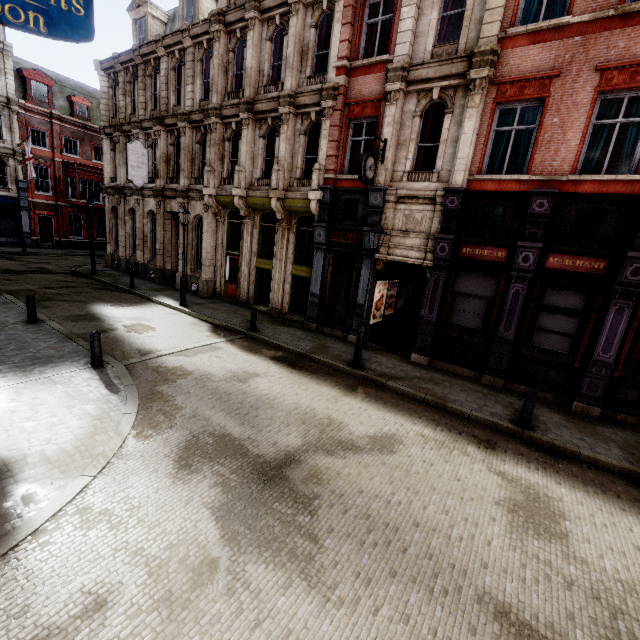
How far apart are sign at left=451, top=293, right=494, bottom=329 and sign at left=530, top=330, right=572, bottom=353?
1.5m

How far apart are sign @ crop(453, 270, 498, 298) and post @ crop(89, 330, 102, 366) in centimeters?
1116cm

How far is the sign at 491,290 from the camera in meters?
10.8 m

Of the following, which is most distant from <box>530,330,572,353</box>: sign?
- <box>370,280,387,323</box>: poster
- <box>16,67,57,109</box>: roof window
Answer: <box>16,67,57,109</box>: roof window

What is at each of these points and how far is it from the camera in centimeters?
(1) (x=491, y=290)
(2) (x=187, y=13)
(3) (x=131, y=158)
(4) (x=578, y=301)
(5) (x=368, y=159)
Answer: (1) sign, 1083cm
(2) roof window, 1839cm
(3) sign, 1841cm
(4) sign, 958cm
(5) clock, 1077cm

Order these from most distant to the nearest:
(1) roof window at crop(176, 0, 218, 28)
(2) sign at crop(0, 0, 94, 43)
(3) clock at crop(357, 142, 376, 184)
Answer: (1) roof window at crop(176, 0, 218, 28), (3) clock at crop(357, 142, 376, 184), (2) sign at crop(0, 0, 94, 43)

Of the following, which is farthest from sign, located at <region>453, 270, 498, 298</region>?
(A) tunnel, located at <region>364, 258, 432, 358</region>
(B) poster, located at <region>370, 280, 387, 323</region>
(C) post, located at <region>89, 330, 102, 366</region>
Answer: (C) post, located at <region>89, 330, 102, 366</region>

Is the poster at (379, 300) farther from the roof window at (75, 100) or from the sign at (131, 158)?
the roof window at (75, 100)
